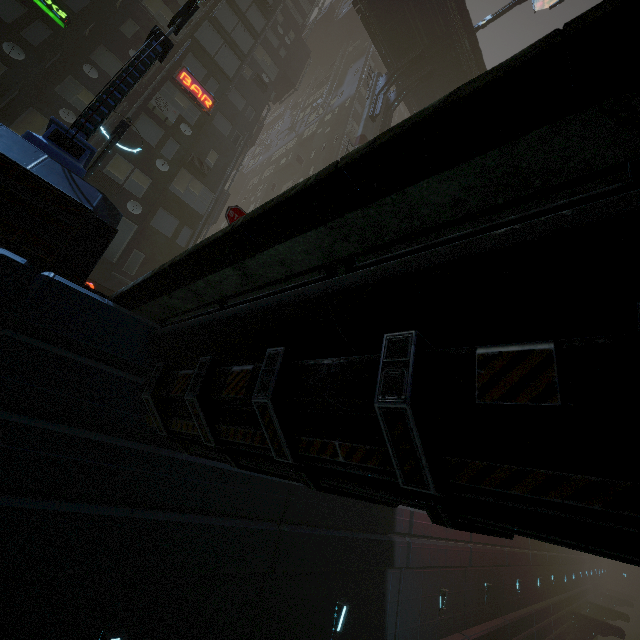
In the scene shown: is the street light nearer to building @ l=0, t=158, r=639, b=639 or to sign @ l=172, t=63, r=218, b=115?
building @ l=0, t=158, r=639, b=639

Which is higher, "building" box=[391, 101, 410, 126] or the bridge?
"building" box=[391, 101, 410, 126]

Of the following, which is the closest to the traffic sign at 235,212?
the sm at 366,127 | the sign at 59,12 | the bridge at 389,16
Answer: the sm at 366,127

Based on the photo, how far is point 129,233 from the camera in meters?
14.9 m

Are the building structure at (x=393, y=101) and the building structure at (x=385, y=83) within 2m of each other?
yes

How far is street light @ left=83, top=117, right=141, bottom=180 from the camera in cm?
962

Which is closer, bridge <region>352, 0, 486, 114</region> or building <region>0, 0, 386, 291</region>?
building <region>0, 0, 386, 291</region>

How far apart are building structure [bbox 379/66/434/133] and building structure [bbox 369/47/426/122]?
0.6 meters
